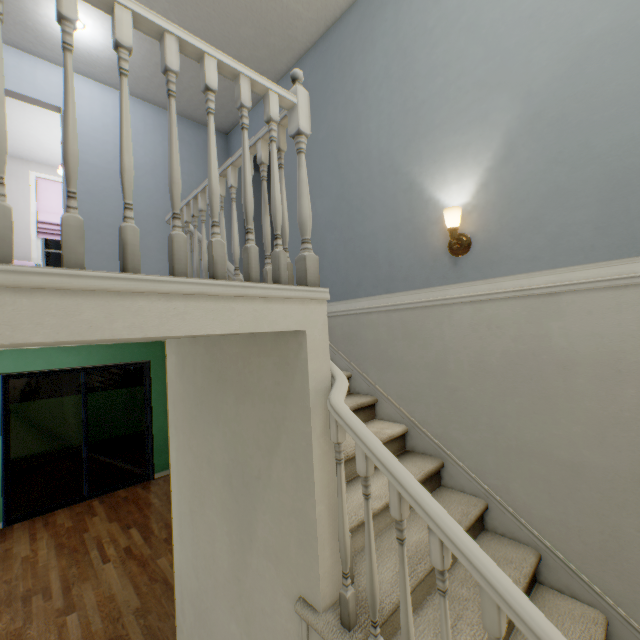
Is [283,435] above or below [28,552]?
above

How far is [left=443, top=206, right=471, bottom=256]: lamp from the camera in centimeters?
194cm

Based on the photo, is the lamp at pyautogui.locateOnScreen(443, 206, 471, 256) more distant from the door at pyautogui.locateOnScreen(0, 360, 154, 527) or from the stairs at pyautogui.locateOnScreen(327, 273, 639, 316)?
the door at pyautogui.locateOnScreen(0, 360, 154, 527)

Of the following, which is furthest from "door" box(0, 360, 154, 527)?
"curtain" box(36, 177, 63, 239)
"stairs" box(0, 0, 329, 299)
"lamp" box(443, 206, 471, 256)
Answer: "lamp" box(443, 206, 471, 256)

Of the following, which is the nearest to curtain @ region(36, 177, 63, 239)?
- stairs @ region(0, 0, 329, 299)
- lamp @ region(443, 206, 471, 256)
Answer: stairs @ region(0, 0, 329, 299)

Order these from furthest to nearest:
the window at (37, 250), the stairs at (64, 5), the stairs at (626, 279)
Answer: the window at (37, 250) < the stairs at (626, 279) < the stairs at (64, 5)

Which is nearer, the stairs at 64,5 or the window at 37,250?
the stairs at 64,5

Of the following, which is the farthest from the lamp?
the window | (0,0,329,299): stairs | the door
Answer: the door
